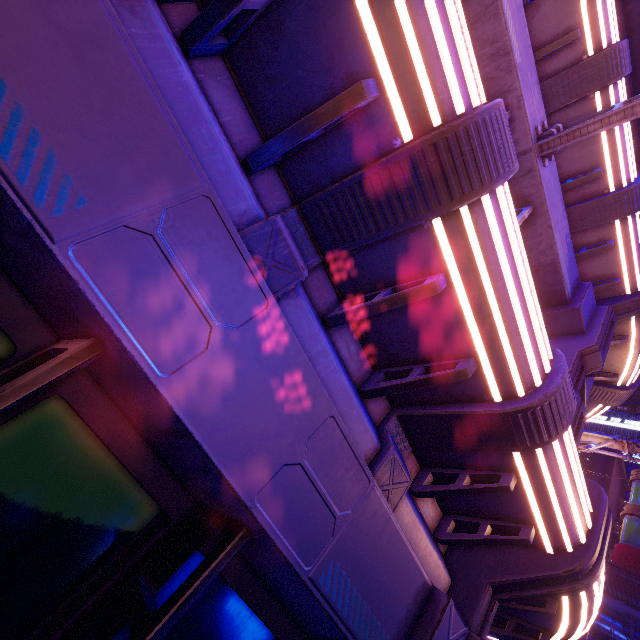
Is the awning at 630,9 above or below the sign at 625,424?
below

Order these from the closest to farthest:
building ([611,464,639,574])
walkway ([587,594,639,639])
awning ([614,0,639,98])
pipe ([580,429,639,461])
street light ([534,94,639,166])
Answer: street light ([534,94,639,166])
awning ([614,0,639,98])
walkway ([587,594,639,639])
building ([611,464,639,574])
pipe ([580,429,639,461])

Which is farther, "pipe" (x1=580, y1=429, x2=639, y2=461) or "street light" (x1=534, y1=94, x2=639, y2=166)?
"pipe" (x1=580, y1=429, x2=639, y2=461)

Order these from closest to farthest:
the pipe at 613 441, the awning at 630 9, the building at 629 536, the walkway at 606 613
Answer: the awning at 630 9, the walkway at 606 613, the building at 629 536, the pipe at 613 441

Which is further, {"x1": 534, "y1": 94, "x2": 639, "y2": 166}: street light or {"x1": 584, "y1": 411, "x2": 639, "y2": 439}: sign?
{"x1": 584, "y1": 411, "x2": 639, "y2": 439}: sign

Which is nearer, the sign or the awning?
the awning

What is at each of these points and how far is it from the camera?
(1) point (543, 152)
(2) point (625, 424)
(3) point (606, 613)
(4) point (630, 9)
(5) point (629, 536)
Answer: (1) street light, 3.81m
(2) sign, 40.25m
(3) walkway, 15.80m
(4) awning, 6.09m
(5) building, 32.62m

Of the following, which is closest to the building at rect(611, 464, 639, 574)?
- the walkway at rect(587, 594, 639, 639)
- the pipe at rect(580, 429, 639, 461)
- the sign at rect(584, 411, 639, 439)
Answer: the walkway at rect(587, 594, 639, 639)
